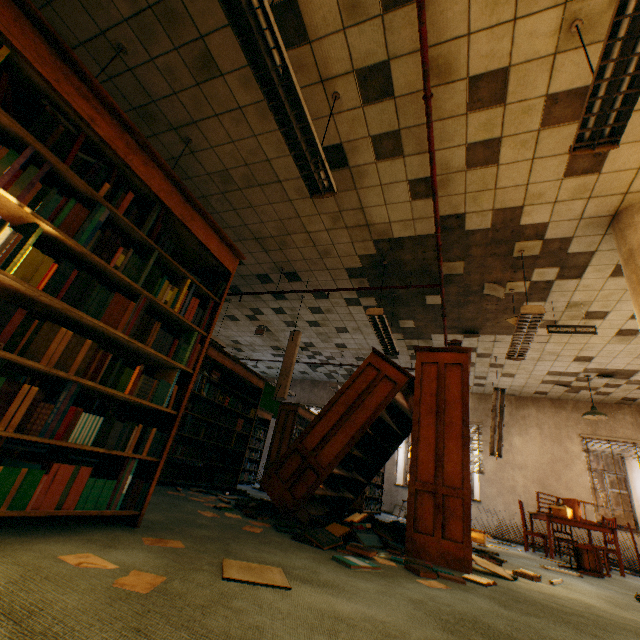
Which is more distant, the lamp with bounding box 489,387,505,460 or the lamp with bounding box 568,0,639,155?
the lamp with bounding box 489,387,505,460

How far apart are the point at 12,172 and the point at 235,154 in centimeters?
305cm

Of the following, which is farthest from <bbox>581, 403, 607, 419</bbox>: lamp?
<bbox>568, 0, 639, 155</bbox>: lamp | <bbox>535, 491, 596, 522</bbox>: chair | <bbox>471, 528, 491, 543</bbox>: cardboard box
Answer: <bbox>568, 0, 639, 155</bbox>: lamp

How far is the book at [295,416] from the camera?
8.2m

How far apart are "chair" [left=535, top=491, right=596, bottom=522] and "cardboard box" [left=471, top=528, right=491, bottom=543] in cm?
104

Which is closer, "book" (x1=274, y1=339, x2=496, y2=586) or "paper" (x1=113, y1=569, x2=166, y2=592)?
"paper" (x1=113, y1=569, x2=166, y2=592)

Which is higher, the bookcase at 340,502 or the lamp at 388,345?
the lamp at 388,345

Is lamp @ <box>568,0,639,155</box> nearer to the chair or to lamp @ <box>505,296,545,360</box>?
lamp @ <box>505,296,545,360</box>
